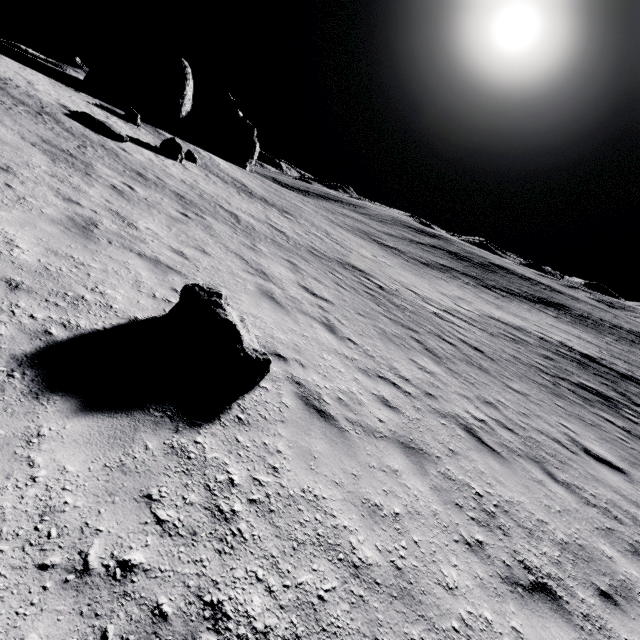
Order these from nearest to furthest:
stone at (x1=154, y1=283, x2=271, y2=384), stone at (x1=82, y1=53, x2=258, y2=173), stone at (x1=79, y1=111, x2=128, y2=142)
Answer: stone at (x1=154, y1=283, x2=271, y2=384) → stone at (x1=79, y1=111, x2=128, y2=142) → stone at (x1=82, y1=53, x2=258, y2=173)

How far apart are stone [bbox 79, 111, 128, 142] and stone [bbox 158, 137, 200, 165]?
3.6m

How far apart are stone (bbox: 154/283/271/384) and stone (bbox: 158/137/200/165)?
20.01m

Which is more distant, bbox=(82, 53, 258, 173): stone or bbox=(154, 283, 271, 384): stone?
bbox=(82, 53, 258, 173): stone

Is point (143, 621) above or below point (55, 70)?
below

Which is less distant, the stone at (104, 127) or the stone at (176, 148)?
the stone at (104, 127)

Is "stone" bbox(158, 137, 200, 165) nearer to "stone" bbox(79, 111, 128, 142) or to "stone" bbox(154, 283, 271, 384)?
"stone" bbox(79, 111, 128, 142)

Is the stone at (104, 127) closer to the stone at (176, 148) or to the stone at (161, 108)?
the stone at (176, 148)
